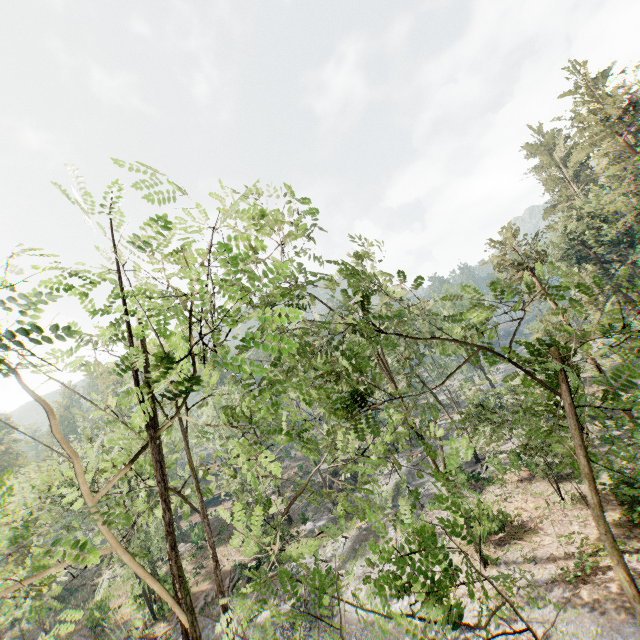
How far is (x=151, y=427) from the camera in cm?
371

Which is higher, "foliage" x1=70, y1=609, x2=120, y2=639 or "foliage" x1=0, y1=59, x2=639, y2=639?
"foliage" x1=0, y1=59, x2=639, y2=639

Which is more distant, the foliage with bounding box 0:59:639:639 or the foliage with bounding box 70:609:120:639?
the foliage with bounding box 70:609:120:639

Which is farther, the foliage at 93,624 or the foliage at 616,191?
the foliage at 93,624

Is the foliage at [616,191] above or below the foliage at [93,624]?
above
